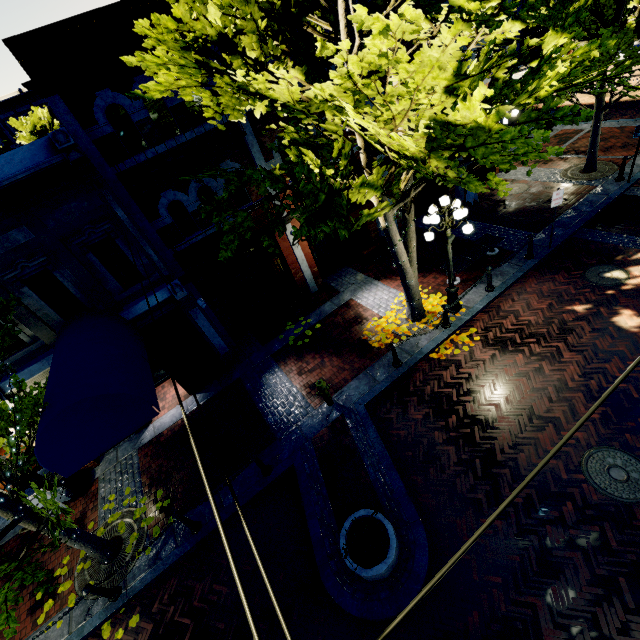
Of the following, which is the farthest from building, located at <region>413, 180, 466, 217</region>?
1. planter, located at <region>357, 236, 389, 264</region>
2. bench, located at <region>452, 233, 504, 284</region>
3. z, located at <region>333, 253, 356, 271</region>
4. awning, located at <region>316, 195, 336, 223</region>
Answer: z, located at <region>333, 253, 356, 271</region>

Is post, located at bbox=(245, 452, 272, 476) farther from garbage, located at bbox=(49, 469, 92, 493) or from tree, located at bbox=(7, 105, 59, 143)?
garbage, located at bbox=(49, 469, 92, 493)

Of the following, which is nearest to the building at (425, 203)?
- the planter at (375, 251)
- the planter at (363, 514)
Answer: the planter at (363, 514)

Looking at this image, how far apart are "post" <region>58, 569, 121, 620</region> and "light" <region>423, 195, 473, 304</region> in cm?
1043

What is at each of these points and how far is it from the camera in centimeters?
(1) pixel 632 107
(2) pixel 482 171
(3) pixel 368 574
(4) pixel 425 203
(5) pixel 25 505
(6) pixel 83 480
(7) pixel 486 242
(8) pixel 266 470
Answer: (1) z, 1666cm
(2) building, 1535cm
(3) planter, 545cm
(4) building, 1534cm
(5) tree, 620cm
(6) garbage, 945cm
(7) bench, 1115cm
(8) post, 789cm

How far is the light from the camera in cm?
771

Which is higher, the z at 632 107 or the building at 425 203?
the building at 425 203

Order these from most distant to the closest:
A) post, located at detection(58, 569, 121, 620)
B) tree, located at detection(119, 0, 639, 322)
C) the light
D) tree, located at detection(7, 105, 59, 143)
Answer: tree, located at detection(7, 105, 59, 143) < the light < post, located at detection(58, 569, 121, 620) < tree, located at detection(119, 0, 639, 322)
